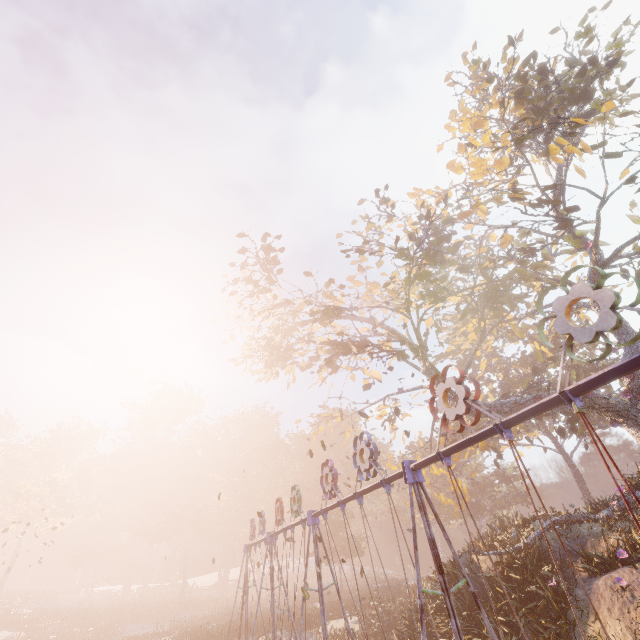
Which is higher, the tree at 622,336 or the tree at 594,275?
the tree at 594,275

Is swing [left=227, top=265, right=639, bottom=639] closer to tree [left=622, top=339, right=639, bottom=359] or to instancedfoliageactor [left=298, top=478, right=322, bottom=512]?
tree [left=622, top=339, right=639, bottom=359]

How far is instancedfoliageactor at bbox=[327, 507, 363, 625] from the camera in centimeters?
3278cm

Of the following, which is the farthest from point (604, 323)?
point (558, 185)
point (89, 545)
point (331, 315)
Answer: point (89, 545)

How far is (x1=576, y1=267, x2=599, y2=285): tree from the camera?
17.88m

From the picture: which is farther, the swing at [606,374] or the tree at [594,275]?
the tree at [594,275]

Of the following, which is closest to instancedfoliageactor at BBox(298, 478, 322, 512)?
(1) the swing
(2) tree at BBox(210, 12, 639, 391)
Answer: (1) the swing

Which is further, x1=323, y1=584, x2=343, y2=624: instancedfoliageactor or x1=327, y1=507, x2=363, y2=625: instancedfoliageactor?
x1=327, y1=507, x2=363, y2=625: instancedfoliageactor
